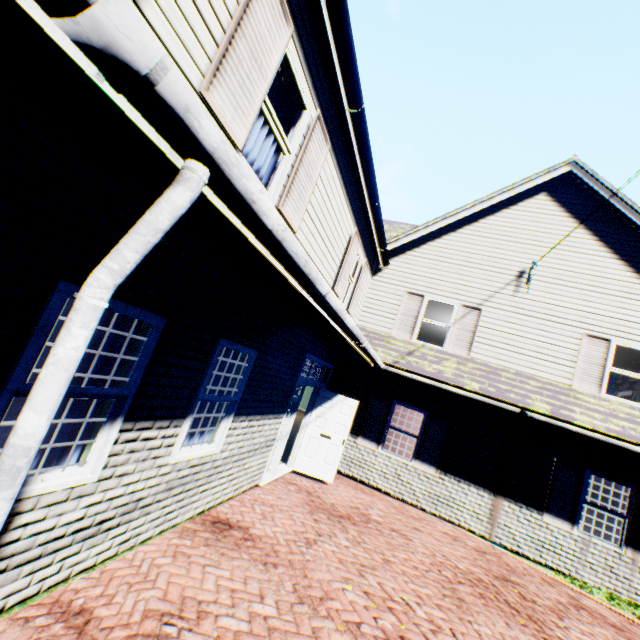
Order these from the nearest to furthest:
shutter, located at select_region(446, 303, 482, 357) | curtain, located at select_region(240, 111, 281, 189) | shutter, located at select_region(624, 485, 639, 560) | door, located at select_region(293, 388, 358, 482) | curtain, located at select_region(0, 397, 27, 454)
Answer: curtain, located at select_region(0, 397, 27, 454) → curtain, located at select_region(240, 111, 281, 189) → shutter, located at select_region(624, 485, 639, 560) → door, located at select_region(293, 388, 358, 482) → shutter, located at select_region(446, 303, 482, 357)

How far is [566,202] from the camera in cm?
998

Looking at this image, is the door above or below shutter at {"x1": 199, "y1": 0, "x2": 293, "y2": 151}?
below

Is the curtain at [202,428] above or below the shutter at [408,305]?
below

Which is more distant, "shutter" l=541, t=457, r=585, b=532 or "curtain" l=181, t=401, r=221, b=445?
"shutter" l=541, t=457, r=585, b=532

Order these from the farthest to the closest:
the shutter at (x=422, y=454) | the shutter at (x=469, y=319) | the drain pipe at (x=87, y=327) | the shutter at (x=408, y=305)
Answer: the shutter at (x=408, y=305)
the shutter at (x=469, y=319)
the shutter at (x=422, y=454)
the drain pipe at (x=87, y=327)

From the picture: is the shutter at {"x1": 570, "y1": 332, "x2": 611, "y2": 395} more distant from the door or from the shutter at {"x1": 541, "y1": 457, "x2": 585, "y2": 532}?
the door

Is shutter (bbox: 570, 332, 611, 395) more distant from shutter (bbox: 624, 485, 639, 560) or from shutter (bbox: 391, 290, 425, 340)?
shutter (bbox: 391, 290, 425, 340)
